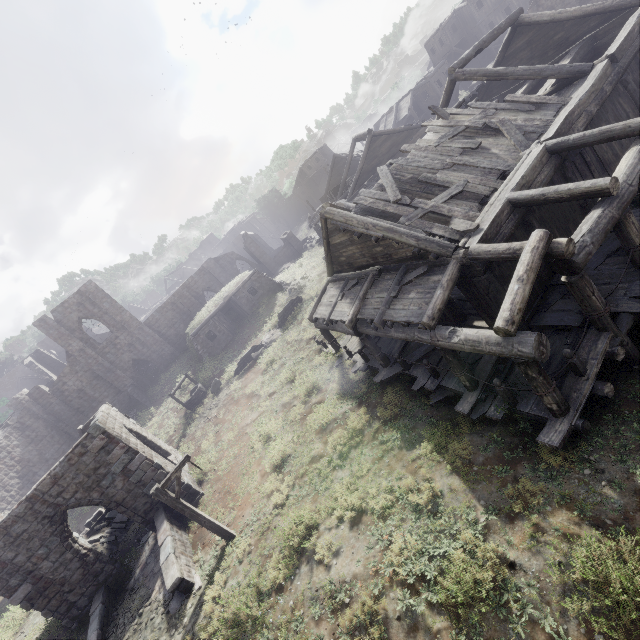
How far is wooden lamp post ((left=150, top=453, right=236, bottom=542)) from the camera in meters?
10.5

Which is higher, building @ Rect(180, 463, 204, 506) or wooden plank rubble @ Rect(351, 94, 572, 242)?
wooden plank rubble @ Rect(351, 94, 572, 242)

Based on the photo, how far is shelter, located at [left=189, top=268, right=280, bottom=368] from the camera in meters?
27.3

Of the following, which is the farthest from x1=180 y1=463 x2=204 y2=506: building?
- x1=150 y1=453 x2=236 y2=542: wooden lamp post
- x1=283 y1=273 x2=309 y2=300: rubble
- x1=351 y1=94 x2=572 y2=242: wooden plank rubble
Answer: x1=283 y1=273 x2=309 y2=300: rubble

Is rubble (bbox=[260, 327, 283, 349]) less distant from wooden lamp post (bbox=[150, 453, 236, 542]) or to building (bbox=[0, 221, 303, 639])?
building (bbox=[0, 221, 303, 639])

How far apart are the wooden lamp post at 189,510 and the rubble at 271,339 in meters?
12.8

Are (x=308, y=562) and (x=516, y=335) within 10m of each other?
yes

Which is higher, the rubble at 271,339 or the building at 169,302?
the building at 169,302
